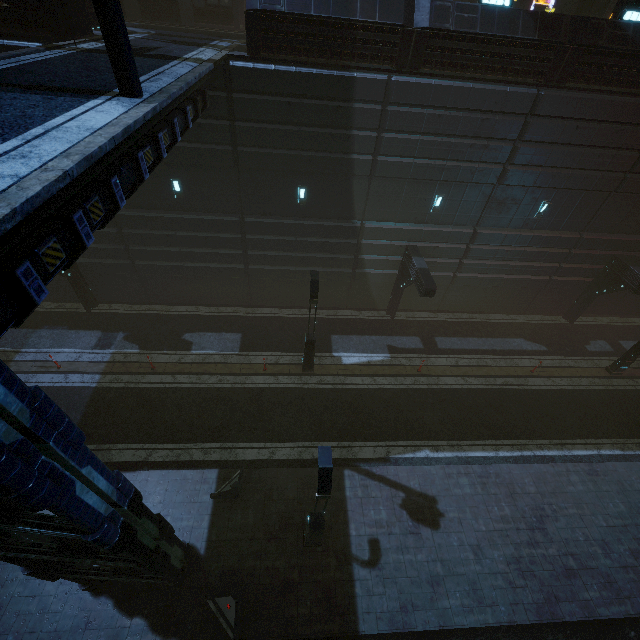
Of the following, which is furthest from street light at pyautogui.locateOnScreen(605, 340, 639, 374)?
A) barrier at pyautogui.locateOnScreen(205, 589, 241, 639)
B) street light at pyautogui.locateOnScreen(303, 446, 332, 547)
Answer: barrier at pyautogui.locateOnScreen(205, 589, 241, 639)

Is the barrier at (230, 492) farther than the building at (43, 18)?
Yes

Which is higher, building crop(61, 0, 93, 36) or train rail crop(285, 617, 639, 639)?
building crop(61, 0, 93, 36)

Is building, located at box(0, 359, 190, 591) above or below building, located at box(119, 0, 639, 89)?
below

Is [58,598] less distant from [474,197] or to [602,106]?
[474,197]

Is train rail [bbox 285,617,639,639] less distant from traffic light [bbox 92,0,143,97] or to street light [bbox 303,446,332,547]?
street light [bbox 303,446,332,547]

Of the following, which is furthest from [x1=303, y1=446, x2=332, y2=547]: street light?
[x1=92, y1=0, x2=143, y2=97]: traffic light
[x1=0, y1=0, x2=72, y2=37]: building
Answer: [x1=92, y1=0, x2=143, y2=97]: traffic light

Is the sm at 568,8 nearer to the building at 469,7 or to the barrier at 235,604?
the building at 469,7
